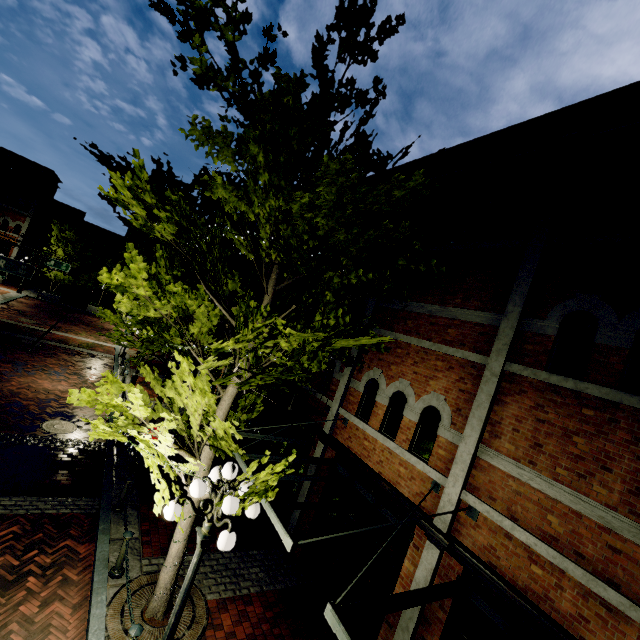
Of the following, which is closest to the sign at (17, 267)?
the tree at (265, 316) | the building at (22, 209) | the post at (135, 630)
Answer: the tree at (265, 316)

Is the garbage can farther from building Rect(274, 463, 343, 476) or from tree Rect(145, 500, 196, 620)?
tree Rect(145, 500, 196, 620)

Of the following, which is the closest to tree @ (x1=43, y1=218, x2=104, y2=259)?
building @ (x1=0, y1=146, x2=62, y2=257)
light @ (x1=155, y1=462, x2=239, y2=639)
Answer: light @ (x1=155, y1=462, x2=239, y2=639)

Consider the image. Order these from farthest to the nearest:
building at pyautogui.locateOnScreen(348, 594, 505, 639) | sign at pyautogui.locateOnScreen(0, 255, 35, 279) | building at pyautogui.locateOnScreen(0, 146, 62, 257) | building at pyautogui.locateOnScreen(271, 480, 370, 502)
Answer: Answer: building at pyautogui.locateOnScreen(0, 146, 62, 257) → sign at pyautogui.locateOnScreen(0, 255, 35, 279) → building at pyautogui.locateOnScreen(271, 480, 370, 502) → building at pyautogui.locateOnScreen(348, 594, 505, 639)

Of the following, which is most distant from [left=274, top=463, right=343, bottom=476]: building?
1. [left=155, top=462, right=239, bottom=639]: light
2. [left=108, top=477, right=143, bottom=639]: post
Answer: [left=108, top=477, right=143, bottom=639]: post

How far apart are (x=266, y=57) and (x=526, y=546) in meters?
7.9

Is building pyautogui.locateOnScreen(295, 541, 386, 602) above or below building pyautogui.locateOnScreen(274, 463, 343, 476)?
below

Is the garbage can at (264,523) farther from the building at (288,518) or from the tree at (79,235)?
the tree at (79,235)
